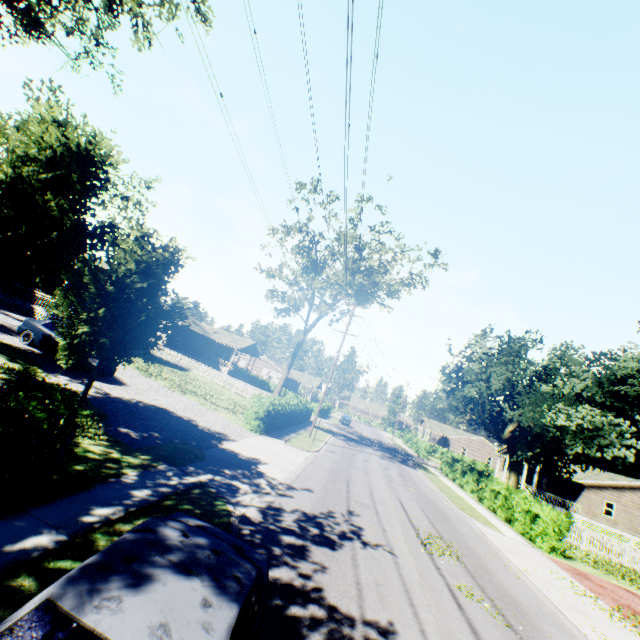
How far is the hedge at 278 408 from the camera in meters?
19.2 m

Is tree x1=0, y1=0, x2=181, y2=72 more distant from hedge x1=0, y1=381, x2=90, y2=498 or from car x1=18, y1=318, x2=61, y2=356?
hedge x1=0, y1=381, x2=90, y2=498

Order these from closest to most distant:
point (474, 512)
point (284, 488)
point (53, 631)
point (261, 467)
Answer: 1. point (53, 631)
2. point (284, 488)
3. point (261, 467)
4. point (474, 512)

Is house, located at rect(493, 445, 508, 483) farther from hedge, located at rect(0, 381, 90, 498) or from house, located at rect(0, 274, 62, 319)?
hedge, located at rect(0, 381, 90, 498)

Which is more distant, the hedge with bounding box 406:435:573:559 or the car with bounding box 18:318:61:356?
the hedge with bounding box 406:435:573:559

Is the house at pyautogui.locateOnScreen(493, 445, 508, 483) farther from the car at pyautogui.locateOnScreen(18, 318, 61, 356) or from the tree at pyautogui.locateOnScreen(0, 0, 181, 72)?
the car at pyautogui.locateOnScreen(18, 318, 61, 356)

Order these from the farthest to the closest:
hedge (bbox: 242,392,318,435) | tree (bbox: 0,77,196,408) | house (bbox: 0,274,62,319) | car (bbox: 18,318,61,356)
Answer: house (bbox: 0,274,62,319) < hedge (bbox: 242,392,318,435) < car (bbox: 18,318,61,356) < tree (bbox: 0,77,196,408)

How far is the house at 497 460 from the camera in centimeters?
4330cm
